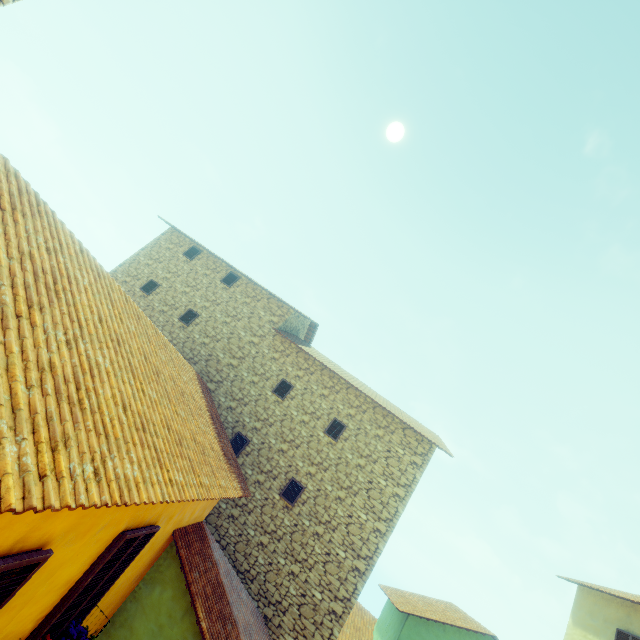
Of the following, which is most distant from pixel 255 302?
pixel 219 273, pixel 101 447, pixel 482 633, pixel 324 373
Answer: pixel 482 633

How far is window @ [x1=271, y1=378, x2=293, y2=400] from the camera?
12.3 meters

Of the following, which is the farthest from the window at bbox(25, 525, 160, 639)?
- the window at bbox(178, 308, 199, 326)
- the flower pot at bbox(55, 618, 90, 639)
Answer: the window at bbox(178, 308, 199, 326)

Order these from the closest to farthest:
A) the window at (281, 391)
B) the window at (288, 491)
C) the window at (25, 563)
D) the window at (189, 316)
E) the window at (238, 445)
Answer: the window at (25, 563) → the window at (288, 491) → the window at (238, 445) → the window at (281, 391) → the window at (189, 316)

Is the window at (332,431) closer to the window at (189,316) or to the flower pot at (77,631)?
the flower pot at (77,631)

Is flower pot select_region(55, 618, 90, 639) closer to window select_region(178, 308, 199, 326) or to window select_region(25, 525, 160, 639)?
window select_region(25, 525, 160, 639)
